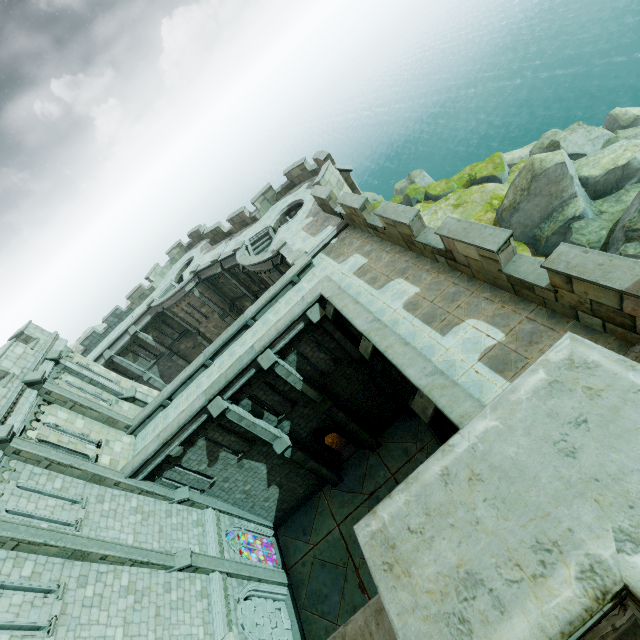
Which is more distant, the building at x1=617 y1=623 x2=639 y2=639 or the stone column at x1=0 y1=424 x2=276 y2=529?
the stone column at x1=0 y1=424 x2=276 y2=529

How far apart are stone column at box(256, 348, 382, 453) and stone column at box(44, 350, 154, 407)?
9.6 meters

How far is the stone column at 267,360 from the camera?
14.6m

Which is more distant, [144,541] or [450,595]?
[144,541]

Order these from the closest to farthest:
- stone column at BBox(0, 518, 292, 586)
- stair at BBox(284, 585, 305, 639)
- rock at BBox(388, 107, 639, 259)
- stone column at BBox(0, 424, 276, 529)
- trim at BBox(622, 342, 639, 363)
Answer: trim at BBox(622, 342, 639, 363), stone column at BBox(0, 518, 292, 586), stone column at BBox(0, 424, 276, 529), stair at BBox(284, 585, 305, 639), rock at BBox(388, 107, 639, 259)

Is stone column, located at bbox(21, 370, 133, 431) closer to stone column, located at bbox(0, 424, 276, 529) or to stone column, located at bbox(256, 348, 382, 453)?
stone column, located at bbox(0, 424, 276, 529)

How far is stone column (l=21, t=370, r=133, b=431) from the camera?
14.8 meters

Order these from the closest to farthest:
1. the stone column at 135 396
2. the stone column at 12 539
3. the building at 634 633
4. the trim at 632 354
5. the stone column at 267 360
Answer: the building at 634 633
the trim at 632 354
the stone column at 12 539
the stone column at 267 360
the stone column at 135 396
